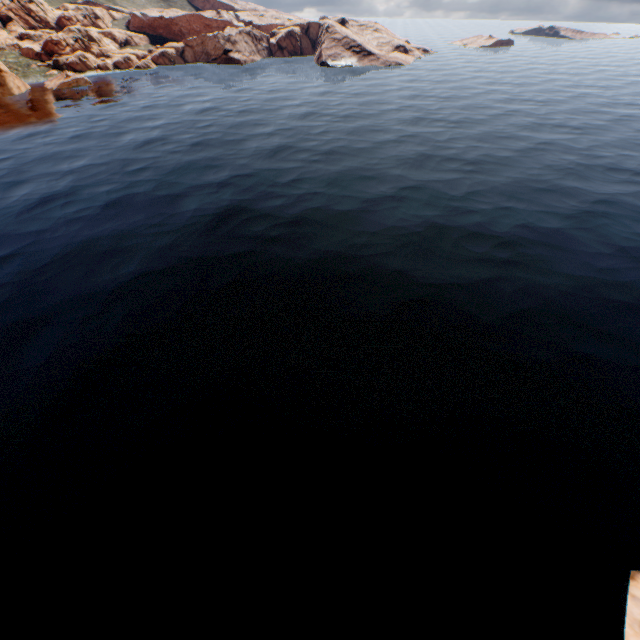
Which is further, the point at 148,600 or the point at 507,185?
the point at 507,185
